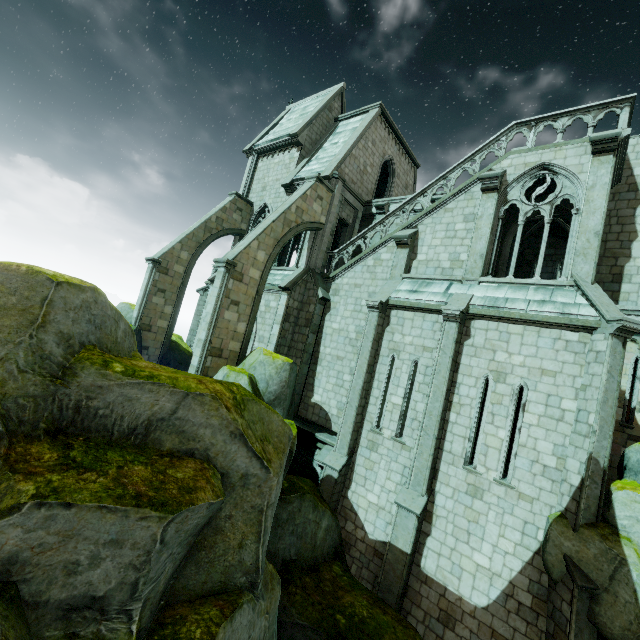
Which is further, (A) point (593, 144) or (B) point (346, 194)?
(B) point (346, 194)

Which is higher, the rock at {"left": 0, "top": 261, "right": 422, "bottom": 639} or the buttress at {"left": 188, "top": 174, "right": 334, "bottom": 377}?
the buttress at {"left": 188, "top": 174, "right": 334, "bottom": 377}

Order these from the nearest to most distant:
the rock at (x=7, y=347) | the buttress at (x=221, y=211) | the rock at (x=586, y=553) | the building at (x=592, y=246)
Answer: the rock at (x=7, y=347) < the rock at (x=586, y=553) < the building at (x=592, y=246) < the buttress at (x=221, y=211)

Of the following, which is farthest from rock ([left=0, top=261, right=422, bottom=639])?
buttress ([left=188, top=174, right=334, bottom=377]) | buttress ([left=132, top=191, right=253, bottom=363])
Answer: buttress ([left=132, top=191, right=253, bottom=363])

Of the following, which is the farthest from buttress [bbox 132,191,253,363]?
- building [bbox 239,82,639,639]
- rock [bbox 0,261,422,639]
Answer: rock [bbox 0,261,422,639]

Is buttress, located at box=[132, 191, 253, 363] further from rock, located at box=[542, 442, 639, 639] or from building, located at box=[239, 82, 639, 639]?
rock, located at box=[542, 442, 639, 639]

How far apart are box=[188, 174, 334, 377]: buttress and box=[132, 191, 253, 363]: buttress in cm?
590

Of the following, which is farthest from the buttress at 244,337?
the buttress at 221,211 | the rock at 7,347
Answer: the buttress at 221,211
